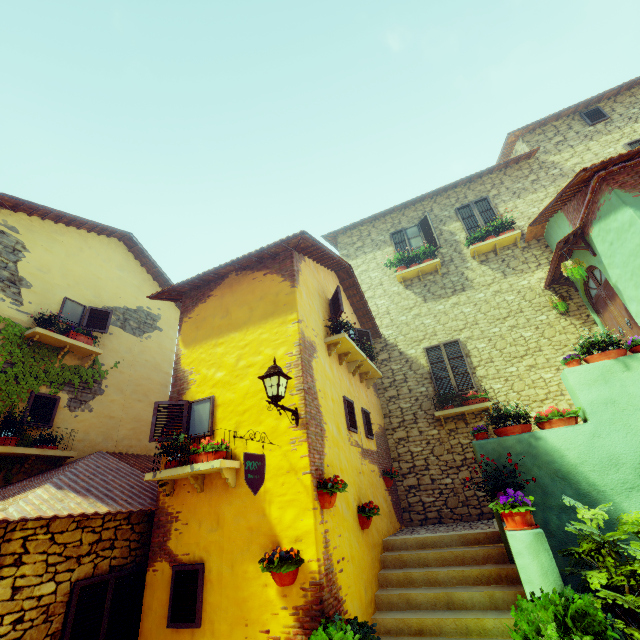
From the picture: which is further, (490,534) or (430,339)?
(430,339)

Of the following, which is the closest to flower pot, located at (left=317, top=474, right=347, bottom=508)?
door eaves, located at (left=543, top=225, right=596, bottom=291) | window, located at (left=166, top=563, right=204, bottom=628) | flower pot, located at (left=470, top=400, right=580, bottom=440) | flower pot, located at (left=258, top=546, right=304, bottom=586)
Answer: flower pot, located at (left=258, top=546, right=304, bottom=586)

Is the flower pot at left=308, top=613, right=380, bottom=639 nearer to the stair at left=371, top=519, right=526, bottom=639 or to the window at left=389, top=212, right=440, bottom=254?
the stair at left=371, top=519, right=526, bottom=639

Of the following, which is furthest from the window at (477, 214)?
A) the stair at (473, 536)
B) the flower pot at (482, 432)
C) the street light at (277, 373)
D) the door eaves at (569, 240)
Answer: the street light at (277, 373)

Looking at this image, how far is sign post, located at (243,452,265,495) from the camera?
4.1m

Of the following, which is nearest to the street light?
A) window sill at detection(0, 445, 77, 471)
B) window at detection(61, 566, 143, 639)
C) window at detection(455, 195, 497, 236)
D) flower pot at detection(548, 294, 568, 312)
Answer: window at detection(61, 566, 143, 639)

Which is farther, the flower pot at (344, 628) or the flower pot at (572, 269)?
the flower pot at (572, 269)

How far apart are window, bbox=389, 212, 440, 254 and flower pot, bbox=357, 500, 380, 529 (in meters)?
8.45
